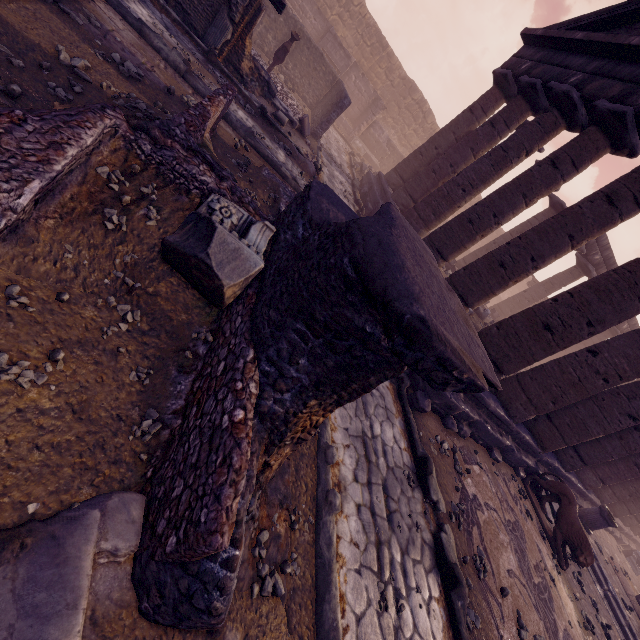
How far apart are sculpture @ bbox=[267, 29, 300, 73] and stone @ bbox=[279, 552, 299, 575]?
14.7 meters

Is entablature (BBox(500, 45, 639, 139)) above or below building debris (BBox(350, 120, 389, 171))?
above

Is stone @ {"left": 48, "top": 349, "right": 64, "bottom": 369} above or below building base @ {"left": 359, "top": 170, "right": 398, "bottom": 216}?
below

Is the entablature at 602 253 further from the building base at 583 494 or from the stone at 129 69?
the stone at 129 69

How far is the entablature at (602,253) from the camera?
16.2m

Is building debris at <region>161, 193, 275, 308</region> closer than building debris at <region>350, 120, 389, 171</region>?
Yes

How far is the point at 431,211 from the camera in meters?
10.7 m

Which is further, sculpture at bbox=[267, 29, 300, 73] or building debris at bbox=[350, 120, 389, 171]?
building debris at bbox=[350, 120, 389, 171]
